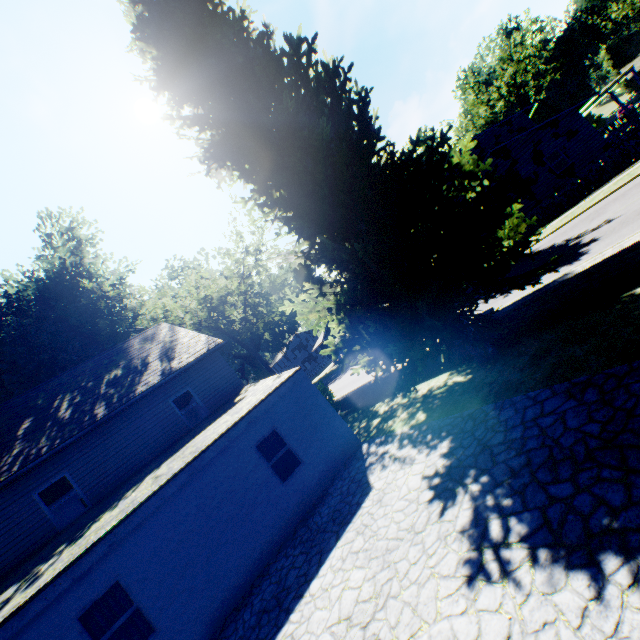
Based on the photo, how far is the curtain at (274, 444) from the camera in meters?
10.2 m

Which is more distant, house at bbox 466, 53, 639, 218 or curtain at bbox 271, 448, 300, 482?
house at bbox 466, 53, 639, 218

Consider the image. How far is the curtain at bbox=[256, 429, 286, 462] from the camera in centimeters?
1016cm

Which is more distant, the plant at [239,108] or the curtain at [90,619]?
the plant at [239,108]

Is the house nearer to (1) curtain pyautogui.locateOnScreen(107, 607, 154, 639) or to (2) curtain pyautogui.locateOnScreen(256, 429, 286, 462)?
(2) curtain pyautogui.locateOnScreen(256, 429, 286, 462)

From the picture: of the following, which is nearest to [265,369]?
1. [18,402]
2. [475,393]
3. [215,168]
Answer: [18,402]

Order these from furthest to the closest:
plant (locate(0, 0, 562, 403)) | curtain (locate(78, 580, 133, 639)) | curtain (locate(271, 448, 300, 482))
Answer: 1. curtain (locate(271, 448, 300, 482))
2. plant (locate(0, 0, 562, 403))
3. curtain (locate(78, 580, 133, 639))
